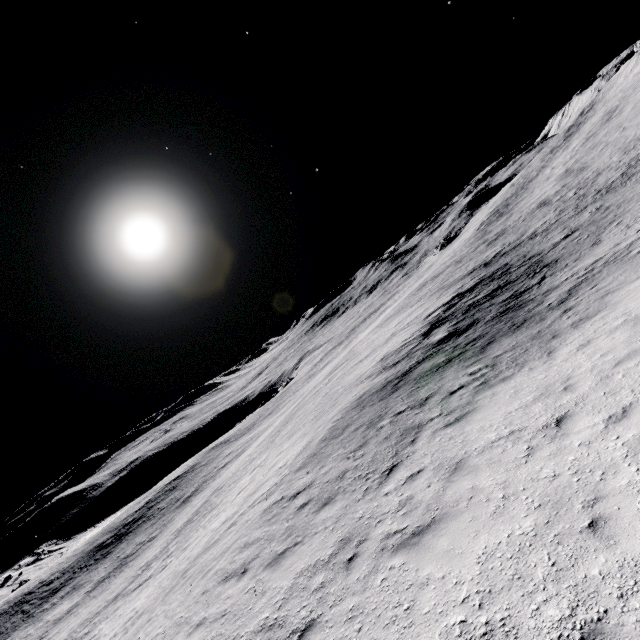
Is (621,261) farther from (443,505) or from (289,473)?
(289,473)
